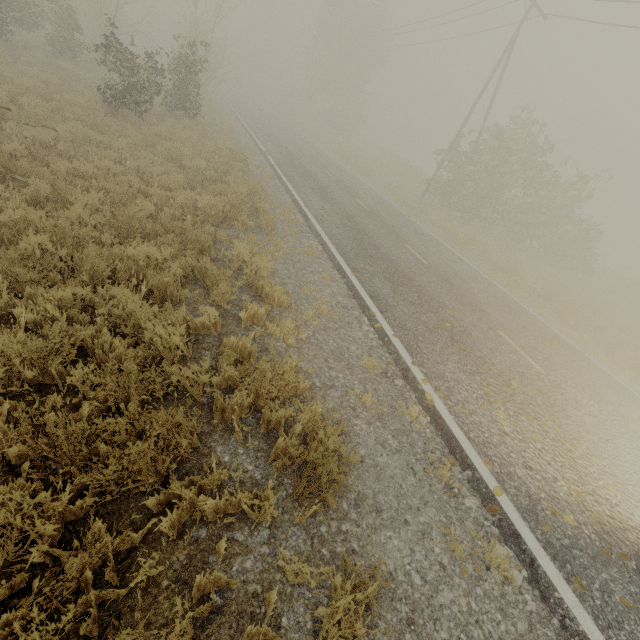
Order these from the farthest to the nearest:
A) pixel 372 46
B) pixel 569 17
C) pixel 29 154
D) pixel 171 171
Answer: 1. pixel 372 46
2. pixel 569 17
3. pixel 171 171
4. pixel 29 154

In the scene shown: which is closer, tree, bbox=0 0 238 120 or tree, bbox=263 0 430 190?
tree, bbox=0 0 238 120

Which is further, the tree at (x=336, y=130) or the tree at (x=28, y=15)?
the tree at (x=336, y=130)
